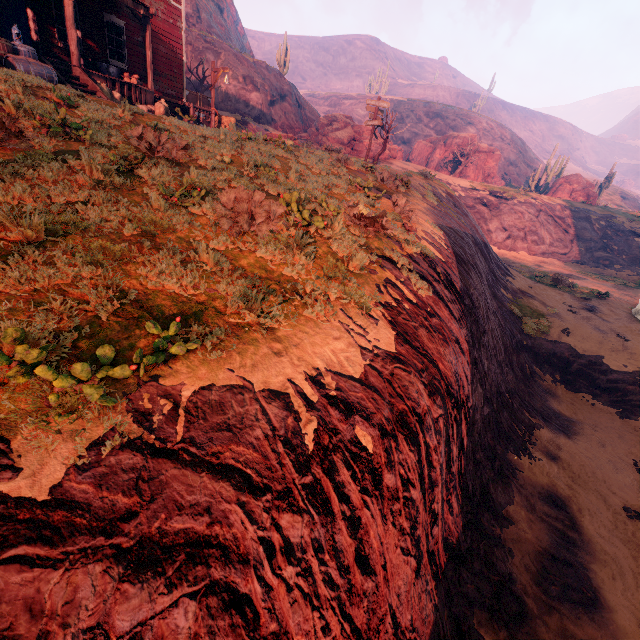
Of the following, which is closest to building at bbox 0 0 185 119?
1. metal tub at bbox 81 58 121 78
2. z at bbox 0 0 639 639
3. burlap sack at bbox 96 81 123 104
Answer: z at bbox 0 0 639 639

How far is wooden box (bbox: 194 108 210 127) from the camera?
18.85m

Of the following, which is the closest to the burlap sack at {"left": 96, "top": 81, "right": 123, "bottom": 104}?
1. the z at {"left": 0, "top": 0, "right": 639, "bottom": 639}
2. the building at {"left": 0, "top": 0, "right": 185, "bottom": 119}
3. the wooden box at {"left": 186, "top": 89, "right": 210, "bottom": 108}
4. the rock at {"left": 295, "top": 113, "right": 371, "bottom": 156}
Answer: the z at {"left": 0, "top": 0, "right": 639, "bottom": 639}

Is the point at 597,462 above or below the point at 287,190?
below

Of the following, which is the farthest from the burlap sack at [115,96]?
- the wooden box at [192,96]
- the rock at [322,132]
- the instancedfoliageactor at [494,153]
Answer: the instancedfoliageactor at [494,153]

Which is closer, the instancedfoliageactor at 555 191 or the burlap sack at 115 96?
the burlap sack at 115 96

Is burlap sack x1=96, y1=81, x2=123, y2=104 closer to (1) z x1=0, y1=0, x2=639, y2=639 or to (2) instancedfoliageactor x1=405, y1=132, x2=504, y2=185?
(1) z x1=0, y1=0, x2=639, y2=639

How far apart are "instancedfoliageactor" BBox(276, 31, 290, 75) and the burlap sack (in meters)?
32.43
